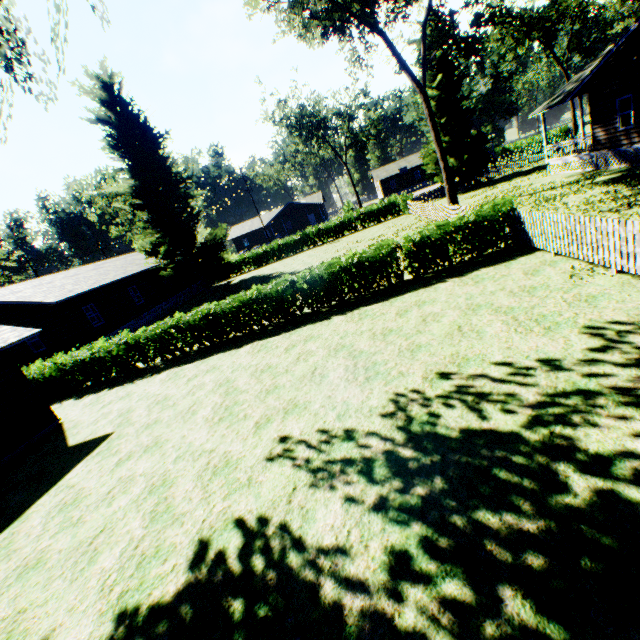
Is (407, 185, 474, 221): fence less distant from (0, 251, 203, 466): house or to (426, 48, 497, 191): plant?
(426, 48, 497, 191): plant

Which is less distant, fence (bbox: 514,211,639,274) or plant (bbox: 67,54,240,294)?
fence (bbox: 514,211,639,274)

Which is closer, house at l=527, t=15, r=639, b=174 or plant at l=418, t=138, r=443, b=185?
house at l=527, t=15, r=639, b=174

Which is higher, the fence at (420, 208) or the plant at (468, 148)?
the plant at (468, 148)

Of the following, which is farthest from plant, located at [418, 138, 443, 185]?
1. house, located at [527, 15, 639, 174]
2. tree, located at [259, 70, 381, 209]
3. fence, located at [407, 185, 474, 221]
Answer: tree, located at [259, 70, 381, 209]

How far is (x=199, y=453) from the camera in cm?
731

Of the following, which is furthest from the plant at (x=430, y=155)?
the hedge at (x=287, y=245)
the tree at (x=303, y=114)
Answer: the tree at (x=303, y=114)

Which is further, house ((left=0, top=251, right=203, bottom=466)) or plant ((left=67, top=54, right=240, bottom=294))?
plant ((left=67, top=54, right=240, bottom=294))
